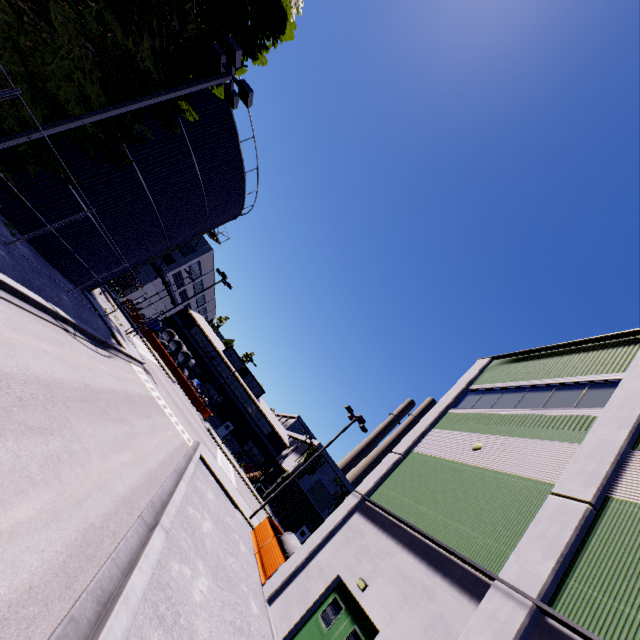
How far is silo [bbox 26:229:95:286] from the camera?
15.7m

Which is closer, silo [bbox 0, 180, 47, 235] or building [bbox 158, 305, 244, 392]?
silo [bbox 0, 180, 47, 235]

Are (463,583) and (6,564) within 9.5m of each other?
yes

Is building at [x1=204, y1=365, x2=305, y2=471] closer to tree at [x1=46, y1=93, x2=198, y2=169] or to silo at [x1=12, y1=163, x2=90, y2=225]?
tree at [x1=46, y1=93, x2=198, y2=169]

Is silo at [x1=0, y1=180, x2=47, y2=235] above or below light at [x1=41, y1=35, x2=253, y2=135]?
below

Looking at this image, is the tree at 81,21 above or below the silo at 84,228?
above

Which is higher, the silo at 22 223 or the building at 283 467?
the building at 283 467
